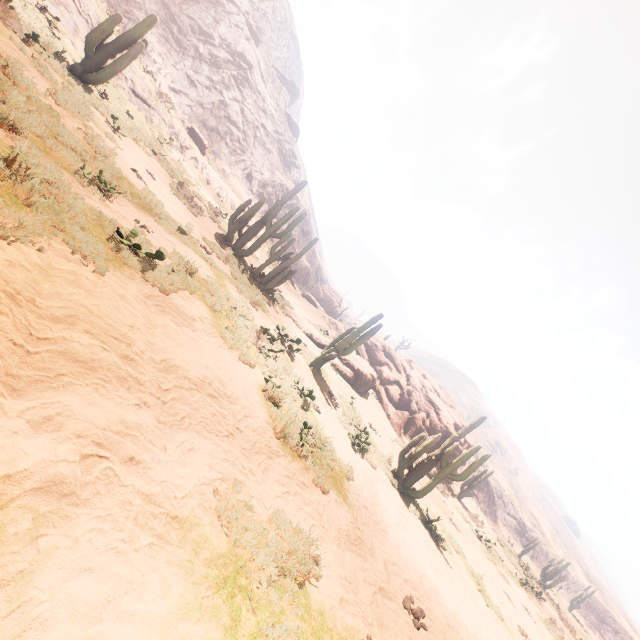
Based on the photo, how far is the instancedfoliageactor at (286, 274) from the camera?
16.1 meters

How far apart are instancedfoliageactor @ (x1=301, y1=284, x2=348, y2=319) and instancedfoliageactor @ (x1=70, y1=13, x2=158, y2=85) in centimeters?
3468cm

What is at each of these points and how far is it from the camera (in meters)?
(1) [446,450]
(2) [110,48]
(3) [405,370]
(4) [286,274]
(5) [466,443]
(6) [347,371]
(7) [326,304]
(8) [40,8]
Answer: (1) instancedfoliageactor, 11.02
(2) instancedfoliageactor, 13.08
(3) rock, 26.08
(4) instancedfoliageactor, 16.17
(5) rock, 24.67
(6) instancedfoliageactor, 18.48
(7) instancedfoliageactor, 48.03
(8) z, 14.52

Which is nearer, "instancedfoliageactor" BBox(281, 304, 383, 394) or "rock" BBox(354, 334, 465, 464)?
"instancedfoliageactor" BBox(281, 304, 383, 394)

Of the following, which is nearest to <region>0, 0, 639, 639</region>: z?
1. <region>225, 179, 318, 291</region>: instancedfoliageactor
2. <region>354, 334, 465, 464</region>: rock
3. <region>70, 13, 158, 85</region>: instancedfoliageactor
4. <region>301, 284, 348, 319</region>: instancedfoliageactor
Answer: <region>301, 284, 348, 319</region>: instancedfoliageactor

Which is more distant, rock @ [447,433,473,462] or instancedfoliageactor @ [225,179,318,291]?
rock @ [447,433,473,462]

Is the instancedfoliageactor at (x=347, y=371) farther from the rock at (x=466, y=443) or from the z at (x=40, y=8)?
the z at (x=40, y=8)

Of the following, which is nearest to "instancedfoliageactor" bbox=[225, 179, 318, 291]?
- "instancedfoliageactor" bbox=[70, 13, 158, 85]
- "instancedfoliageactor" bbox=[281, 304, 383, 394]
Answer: "instancedfoliageactor" bbox=[281, 304, 383, 394]
